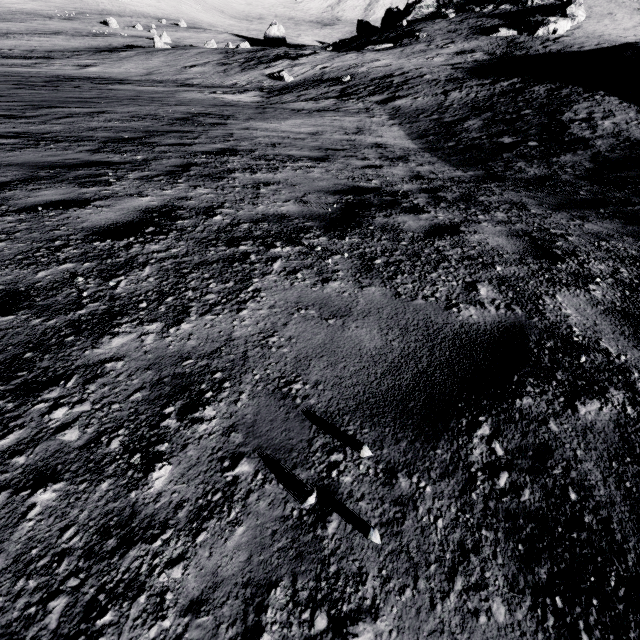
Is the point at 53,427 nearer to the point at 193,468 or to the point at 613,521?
the point at 193,468
